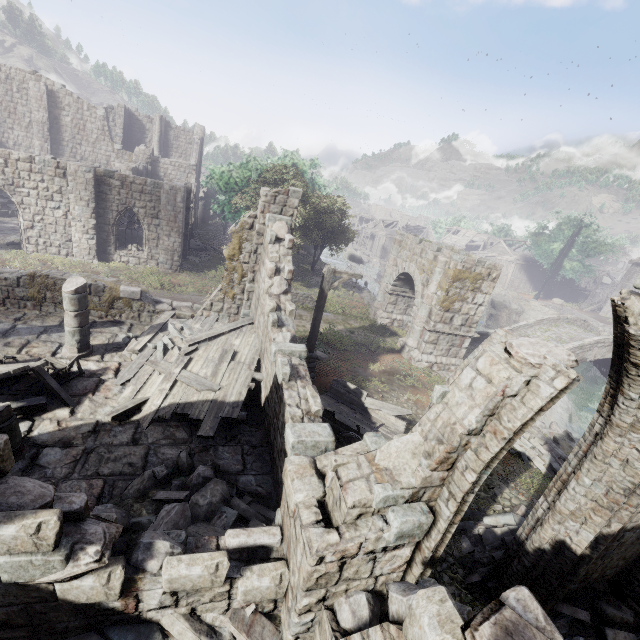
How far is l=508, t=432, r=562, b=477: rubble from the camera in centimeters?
1127cm

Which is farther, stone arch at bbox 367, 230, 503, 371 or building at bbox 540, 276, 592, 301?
building at bbox 540, 276, 592, 301

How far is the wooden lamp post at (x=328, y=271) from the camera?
11.8 meters

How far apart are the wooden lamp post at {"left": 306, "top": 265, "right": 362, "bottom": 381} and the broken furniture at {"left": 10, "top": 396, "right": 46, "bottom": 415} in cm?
727

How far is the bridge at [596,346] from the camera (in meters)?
22.06

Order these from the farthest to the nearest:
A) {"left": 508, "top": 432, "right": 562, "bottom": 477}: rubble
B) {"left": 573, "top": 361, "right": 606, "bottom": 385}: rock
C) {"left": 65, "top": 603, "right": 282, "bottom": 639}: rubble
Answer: → {"left": 573, "top": 361, "right": 606, "bottom": 385}: rock < {"left": 508, "top": 432, "right": 562, "bottom": 477}: rubble < {"left": 65, "top": 603, "right": 282, "bottom": 639}: rubble

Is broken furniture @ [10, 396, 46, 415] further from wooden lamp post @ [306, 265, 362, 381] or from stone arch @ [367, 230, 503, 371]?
stone arch @ [367, 230, 503, 371]

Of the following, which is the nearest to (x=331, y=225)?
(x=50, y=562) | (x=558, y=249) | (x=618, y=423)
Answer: (x=618, y=423)
